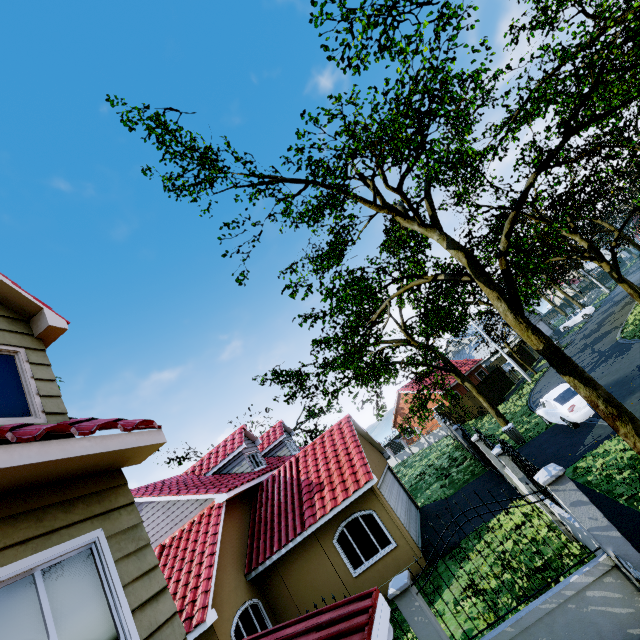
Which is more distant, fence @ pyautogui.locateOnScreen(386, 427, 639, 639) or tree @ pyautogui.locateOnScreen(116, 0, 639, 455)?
tree @ pyautogui.locateOnScreen(116, 0, 639, 455)

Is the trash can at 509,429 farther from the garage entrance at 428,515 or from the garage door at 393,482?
the garage door at 393,482

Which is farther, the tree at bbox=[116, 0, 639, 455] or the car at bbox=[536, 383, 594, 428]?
the car at bbox=[536, 383, 594, 428]

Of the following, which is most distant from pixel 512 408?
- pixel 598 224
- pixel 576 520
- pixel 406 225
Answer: pixel 598 224

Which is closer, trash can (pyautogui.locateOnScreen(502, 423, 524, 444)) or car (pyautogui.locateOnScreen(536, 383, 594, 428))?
car (pyautogui.locateOnScreen(536, 383, 594, 428))

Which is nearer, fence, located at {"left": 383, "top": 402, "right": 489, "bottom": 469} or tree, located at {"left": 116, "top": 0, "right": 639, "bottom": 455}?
tree, located at {"left": 116, "top": 0, "right": 639, "bottom": 455}

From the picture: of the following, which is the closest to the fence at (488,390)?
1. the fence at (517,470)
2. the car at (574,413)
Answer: the car at (574,413)

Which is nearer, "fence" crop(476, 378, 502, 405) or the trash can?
the trash can
